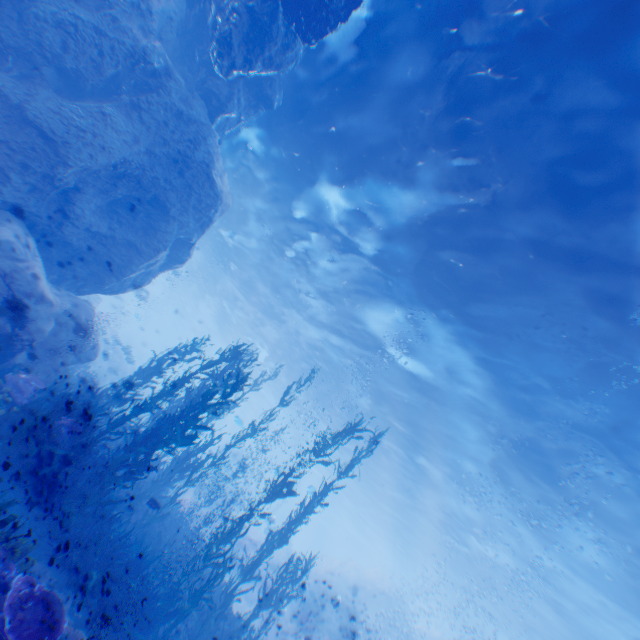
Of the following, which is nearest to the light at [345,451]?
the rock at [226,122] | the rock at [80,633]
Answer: the rock at [226,122]

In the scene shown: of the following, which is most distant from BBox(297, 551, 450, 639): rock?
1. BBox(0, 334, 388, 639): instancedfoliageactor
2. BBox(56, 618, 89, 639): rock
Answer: BBox(56, 618, 89, 639): rock

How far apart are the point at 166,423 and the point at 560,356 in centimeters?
1171cm

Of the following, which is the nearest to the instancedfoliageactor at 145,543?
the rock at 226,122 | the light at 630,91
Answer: the rock at 226,122

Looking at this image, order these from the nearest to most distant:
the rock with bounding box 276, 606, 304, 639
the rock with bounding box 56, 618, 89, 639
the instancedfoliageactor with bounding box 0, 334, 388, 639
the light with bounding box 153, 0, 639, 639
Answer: the rock with bounding box 56, 618, 89, 639 < the light with bounding box 153, 0, 639, 639 < the instancedfoliageactor with bounding box 0, 334, 388, 639 < the rock with bounding box 276, 606, 304, 639

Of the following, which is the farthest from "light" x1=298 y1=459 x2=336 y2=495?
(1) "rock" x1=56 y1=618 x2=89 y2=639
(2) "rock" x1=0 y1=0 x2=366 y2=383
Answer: (1) "rock" x1=56 y1=618 x2=89 y2=639

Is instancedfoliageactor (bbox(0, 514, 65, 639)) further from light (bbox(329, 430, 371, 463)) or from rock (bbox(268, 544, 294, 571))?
light (bbox(329, 430, 371, 463))
